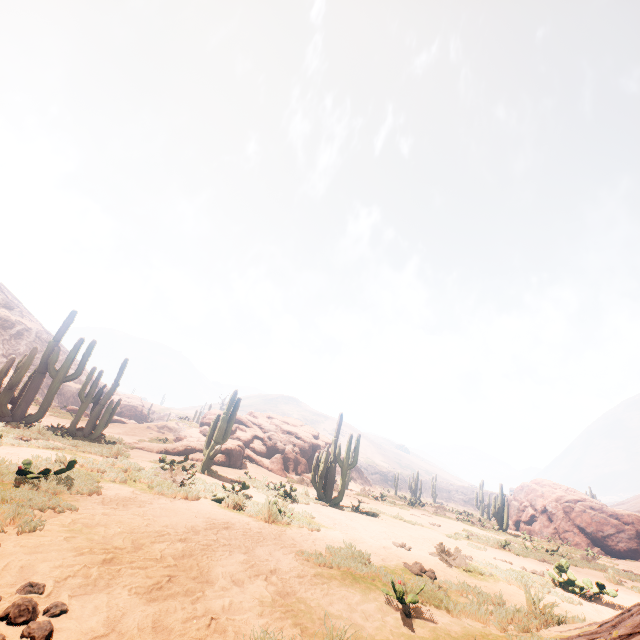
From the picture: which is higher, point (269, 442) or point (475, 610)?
point (269, 442)

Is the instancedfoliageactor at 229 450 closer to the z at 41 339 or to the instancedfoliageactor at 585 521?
the instancedfoliageactor at 585 521

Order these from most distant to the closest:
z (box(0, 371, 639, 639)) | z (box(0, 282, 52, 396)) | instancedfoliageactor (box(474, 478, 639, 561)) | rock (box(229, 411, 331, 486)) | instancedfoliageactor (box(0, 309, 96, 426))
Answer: z (box(0, 282, 52, 396)), rock (box(229, 411, 331, 486)), instancedfoliageactor (box(474, 478, 639, 561)), instancedfoliageactor (box(0, 309, 96, 426)), z (box(0, 371, 639, 639))

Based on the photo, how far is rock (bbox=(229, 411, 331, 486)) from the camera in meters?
23.3

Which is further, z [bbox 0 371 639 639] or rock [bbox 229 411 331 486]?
rock [bbox 229 411 331 486]

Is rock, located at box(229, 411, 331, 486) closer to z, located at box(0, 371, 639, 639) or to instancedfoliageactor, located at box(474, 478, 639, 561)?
instancedfoliageactor, located at box(474, 478, 639, 561)

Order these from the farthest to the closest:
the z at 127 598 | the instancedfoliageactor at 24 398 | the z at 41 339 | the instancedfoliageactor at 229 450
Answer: the z at 41 339
the instancedfoliageactor at 24 398
the instancedfoliageactor at 229 450
the z at 127 598

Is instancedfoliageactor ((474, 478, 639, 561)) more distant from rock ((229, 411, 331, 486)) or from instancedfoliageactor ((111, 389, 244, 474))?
instancedfoliageactor ((111, 389, 244, 474))
